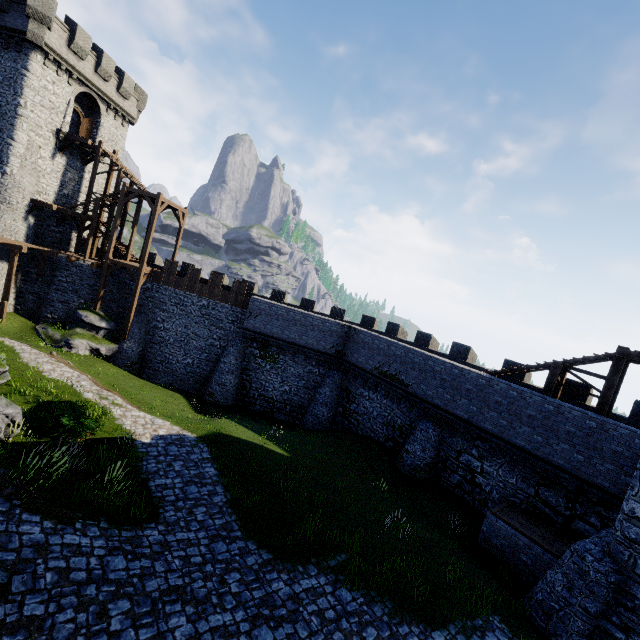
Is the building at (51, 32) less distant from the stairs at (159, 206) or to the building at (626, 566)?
the stairs at (159, 206)

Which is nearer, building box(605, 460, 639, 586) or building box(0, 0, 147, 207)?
building box(605, 460, 639, 586)

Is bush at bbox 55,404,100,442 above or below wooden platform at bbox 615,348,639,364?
below

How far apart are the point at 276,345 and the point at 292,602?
18.2 meters

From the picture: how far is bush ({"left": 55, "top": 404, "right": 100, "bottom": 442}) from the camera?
12.2 meters

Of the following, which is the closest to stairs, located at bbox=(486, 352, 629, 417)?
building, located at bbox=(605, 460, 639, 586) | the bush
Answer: building, located at bbox=(605, 460, 639, 586)

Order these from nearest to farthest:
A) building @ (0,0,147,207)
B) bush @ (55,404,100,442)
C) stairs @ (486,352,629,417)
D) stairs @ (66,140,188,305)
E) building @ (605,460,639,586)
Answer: building @ (605,460,639,586) < bush @ (55,404,100,442) < stairs @ (486,352,629,417) < building @ (0,0,147,207) < stairs @ (66,140,188,305)

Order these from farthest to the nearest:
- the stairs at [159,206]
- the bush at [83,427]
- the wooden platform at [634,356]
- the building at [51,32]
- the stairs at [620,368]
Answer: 1. the stairs at [159,206]
2. the building at [51,32]
3. the stairs at [620,368]
4. the wooden platform at [634,356]
5. the bush at [83,427]
